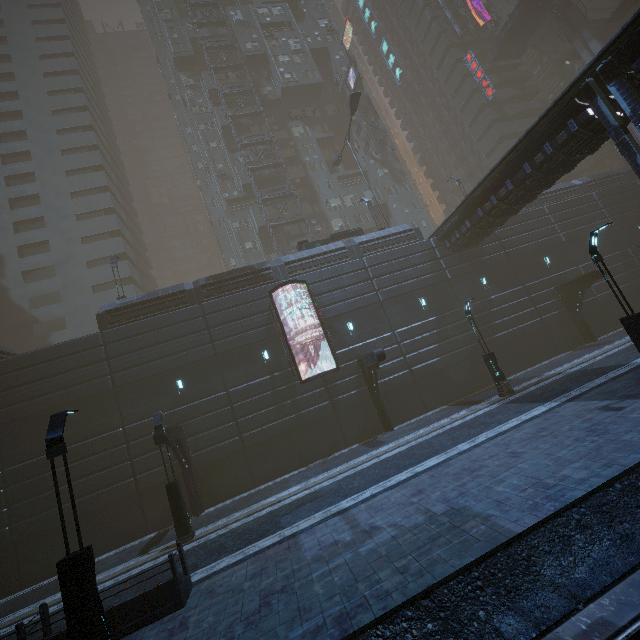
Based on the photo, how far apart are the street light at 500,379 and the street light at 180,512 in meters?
16.8 m

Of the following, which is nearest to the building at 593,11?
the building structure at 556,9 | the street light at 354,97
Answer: the building structure at 556,9

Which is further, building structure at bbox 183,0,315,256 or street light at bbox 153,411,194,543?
building structure at bbox 183,0,315,256

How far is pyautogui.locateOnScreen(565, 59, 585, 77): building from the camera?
53.4m

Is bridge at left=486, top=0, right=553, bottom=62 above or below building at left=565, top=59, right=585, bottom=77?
above

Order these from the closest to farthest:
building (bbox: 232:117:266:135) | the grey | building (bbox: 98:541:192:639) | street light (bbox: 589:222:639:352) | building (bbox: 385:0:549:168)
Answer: building (bbox: 98:541:192:639) → street light (bbox: 589:222:639:352) → the grey → building (bbox: 232:117:266:135) → building (bbox: 385:0:549:168)

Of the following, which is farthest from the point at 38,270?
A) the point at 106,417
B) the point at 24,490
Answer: the point at 24,490
